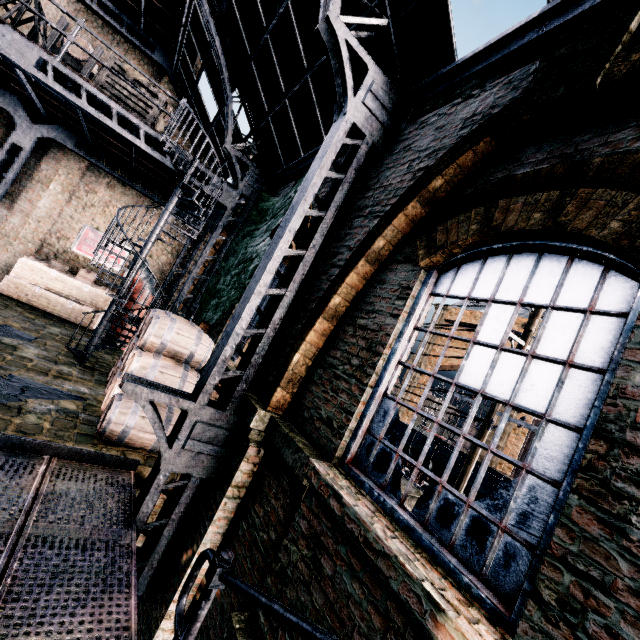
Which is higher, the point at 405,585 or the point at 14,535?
the point at 405,585

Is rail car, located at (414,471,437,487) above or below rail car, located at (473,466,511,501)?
below

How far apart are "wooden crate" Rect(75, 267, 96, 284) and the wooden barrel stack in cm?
A: 673

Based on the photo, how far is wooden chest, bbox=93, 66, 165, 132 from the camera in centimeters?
836cm

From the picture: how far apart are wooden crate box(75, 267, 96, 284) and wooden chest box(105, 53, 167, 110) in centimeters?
670cm

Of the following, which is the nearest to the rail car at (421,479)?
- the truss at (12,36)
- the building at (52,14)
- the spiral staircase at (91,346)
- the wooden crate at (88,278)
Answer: the building at (52,14)

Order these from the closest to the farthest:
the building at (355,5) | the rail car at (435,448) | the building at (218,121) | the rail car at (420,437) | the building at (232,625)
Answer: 1. the building at (232,625)
2. the building at (355,5)
3. the building at (218,121)
4. the rail car at (435,448)
5. the rail car at (420,437)

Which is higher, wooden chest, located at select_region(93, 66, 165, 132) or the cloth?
wooden chest, located at select_region(93, 66, 165, 132)
